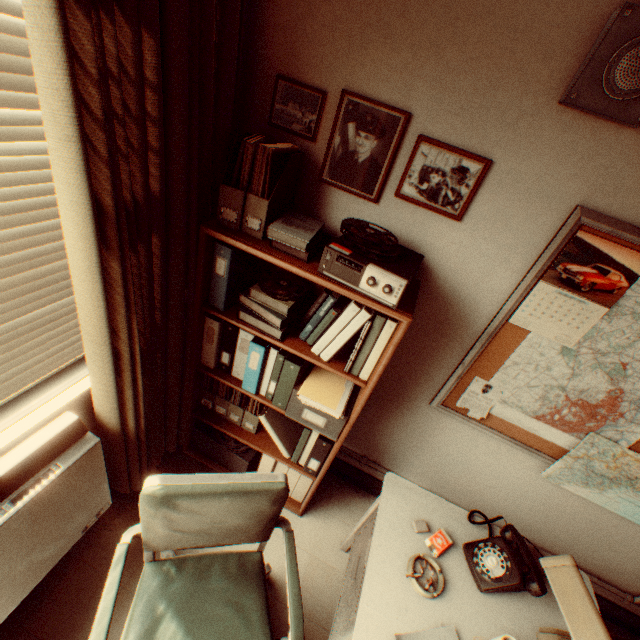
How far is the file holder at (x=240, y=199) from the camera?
1.5 meters

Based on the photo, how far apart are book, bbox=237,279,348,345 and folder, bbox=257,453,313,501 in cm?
68

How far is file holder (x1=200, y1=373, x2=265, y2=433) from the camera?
2.3 meters

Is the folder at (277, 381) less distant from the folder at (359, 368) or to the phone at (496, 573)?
the folder at (359, 368)

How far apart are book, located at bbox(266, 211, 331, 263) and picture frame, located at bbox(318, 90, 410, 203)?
0.21m

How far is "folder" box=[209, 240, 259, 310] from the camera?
1.7 meters

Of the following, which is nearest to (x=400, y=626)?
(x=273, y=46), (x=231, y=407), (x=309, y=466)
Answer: (x=309, y=466)

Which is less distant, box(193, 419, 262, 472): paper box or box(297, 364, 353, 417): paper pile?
box(297, 364, 353, 417): paper pile
